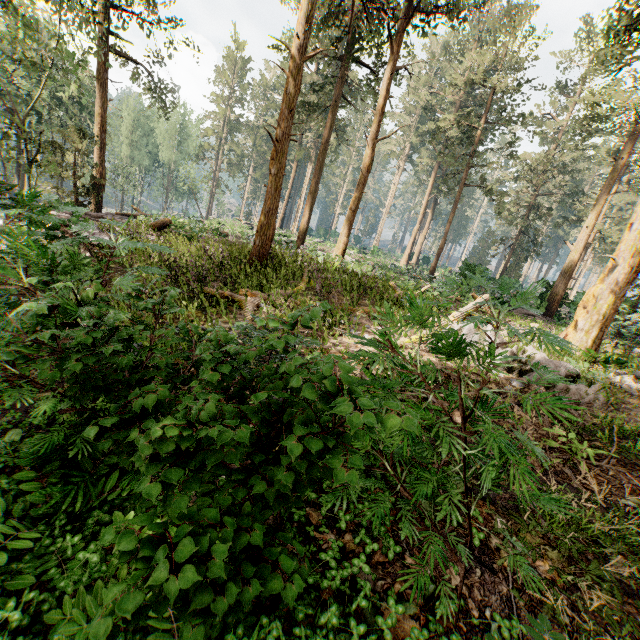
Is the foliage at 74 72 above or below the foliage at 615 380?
above

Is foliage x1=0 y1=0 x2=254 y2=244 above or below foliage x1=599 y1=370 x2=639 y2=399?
above

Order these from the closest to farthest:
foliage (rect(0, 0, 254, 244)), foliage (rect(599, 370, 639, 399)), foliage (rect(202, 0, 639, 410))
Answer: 1. foliage (rect(599, 370, 639, 399))
2. foliage (rect(202, 0, 639, 410))
3. foliage (rect(0, 0, 254, 244))

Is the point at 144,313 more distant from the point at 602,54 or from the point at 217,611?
the point at 602,54

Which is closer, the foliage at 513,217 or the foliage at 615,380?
the foliage at 615,380

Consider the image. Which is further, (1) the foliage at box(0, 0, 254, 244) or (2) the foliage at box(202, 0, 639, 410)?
(1) the foliage at box(0, 0, 254, 244)
